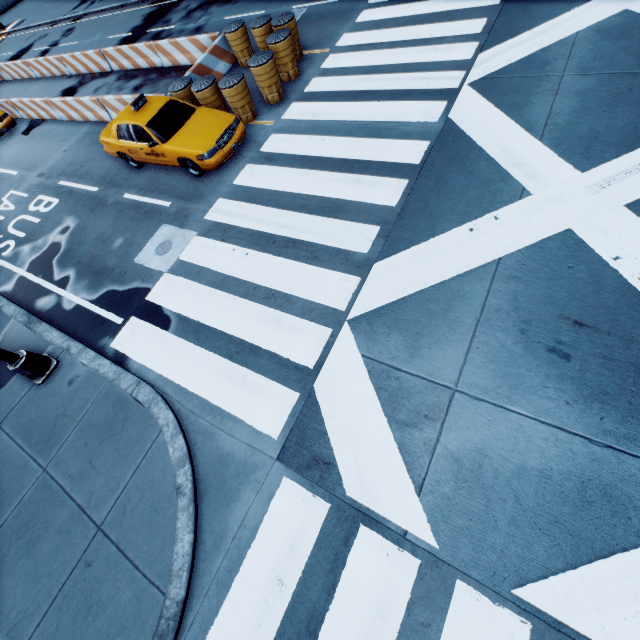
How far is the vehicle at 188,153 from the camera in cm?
871

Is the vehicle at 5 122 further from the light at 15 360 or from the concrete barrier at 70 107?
the light at 15 360

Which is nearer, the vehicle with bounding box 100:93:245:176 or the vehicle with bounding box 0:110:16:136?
the vehicle with bounding box 100:93:245:176

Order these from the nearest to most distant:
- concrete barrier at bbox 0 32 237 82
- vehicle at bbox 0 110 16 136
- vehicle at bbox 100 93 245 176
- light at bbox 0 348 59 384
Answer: light at bbox 0 348 59 384
vehicle at bbox 100 93 245 176
concrete barrier at bbox 0 32 237 82
vehicle at bbox 0 110 16 136

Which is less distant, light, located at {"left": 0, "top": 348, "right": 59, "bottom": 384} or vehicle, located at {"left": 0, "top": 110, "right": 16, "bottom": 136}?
light, located at {"left": 0, "top": 348, "right": 59, "bottom": 384}

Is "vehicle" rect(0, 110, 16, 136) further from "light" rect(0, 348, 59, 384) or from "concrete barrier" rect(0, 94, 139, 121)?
"light" rect(0, 348, 59, 384)

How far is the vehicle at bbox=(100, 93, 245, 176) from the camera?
8.7m

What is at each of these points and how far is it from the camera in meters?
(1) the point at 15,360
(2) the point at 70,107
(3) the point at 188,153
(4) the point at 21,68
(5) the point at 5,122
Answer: (1) light, 6.7
(2) concrete barrier, 13.9
(3) vehicle, 8.7
(4) concrete barrier, 20.0
(5) vehicle, 15.6
